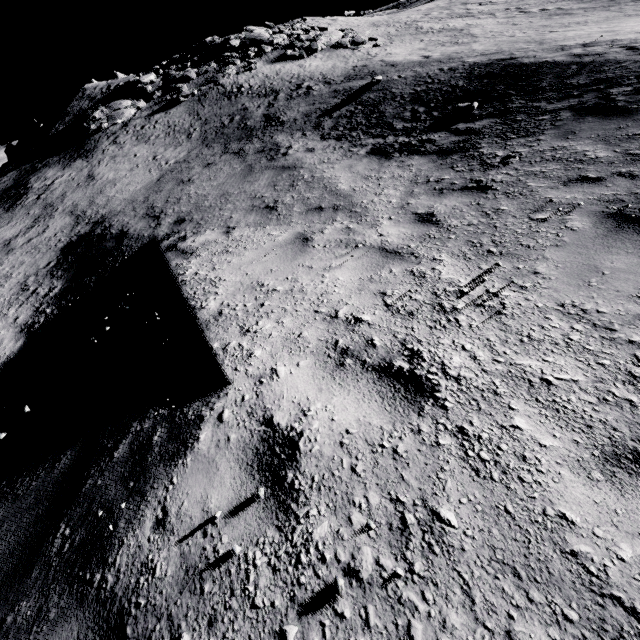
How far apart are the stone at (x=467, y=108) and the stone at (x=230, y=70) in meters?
15.1

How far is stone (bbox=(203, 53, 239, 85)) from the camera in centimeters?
1806cm

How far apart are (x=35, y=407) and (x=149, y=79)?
23.4 meters

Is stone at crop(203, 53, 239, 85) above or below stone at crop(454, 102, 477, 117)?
above

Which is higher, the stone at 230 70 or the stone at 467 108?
the stone at 230 70

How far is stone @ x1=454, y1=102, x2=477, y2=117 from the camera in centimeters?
807cm

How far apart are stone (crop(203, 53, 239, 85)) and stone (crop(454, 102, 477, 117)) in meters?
15.1

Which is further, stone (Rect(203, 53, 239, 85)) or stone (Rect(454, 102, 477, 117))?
stone (Rect(203, 53, 239, 85))
